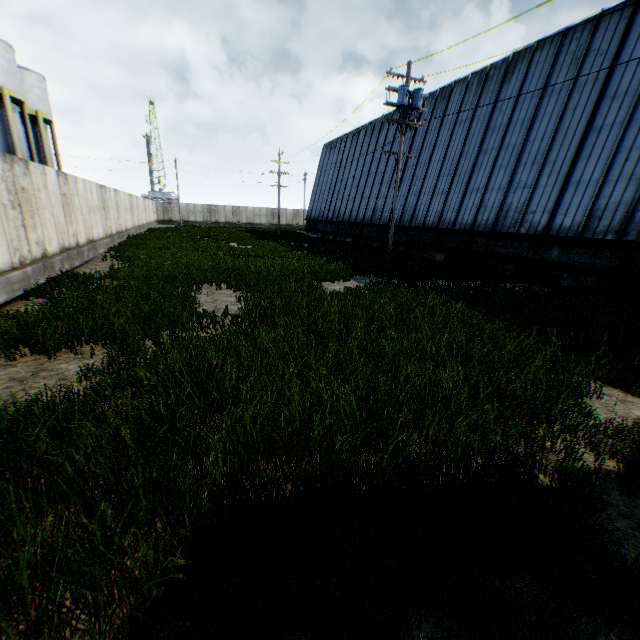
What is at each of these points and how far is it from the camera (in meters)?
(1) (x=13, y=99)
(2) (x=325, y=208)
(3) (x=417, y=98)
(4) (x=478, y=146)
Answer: (1) vertical tank, 22.08
(2) building, 38.56
(3) electric pole, 15.34
(4) building, 19.08

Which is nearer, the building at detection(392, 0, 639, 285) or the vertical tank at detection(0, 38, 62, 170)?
the building at detection(392, 0, 639, 285)

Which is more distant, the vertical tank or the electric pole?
the vertical tank

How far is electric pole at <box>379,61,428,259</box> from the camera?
15.15m

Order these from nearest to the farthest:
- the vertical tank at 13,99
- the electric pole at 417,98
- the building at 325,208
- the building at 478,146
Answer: the building at 478,146, the electric pole at 417,98, the vertical tank at 13,99, the building at 325,208

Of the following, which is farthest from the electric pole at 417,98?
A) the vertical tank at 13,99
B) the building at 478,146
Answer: the vertical tank at 13,99

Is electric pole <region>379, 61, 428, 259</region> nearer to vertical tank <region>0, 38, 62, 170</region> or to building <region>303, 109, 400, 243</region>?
building <region>303, 109, 400, 243</region>

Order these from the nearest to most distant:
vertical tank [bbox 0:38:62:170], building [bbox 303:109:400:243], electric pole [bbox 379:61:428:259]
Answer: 1. electric pole [bbox 379:61:428:259]
2. vertical tank [bbox 0:38:62:170]
3. building [bbox 303:109:400:243]
